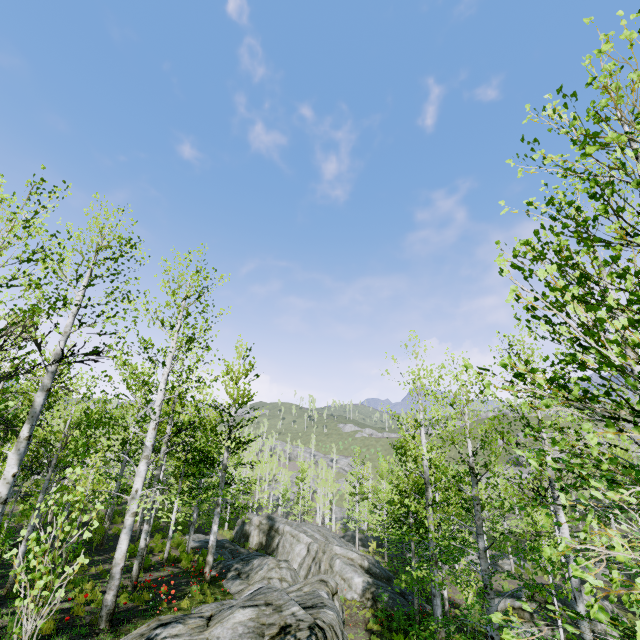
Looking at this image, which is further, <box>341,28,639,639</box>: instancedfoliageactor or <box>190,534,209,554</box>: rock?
<box>190,534,209,554</box>: rock

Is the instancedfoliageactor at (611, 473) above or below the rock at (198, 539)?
above

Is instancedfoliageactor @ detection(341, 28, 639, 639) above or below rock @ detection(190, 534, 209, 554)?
above

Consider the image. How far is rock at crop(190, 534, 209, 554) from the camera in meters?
23.4 m

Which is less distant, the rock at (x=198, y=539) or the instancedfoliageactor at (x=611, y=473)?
the instancedfoliageactor at (x=611, y=473)

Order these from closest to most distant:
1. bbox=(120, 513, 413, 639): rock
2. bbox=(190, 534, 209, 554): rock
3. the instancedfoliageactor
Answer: the instancedfoliageactor, bbox=(120, 513, 413, 639): rock, bbox=(190, 534, 209, 554): rock

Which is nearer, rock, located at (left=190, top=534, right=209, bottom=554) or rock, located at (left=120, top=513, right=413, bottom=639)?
rock, located at (left=120, top=513, right=413, bottom=639)

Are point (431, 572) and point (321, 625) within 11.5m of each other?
yes
